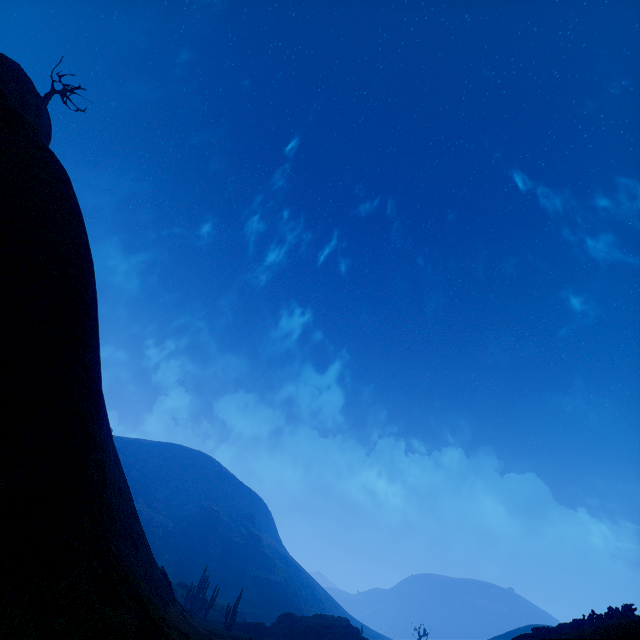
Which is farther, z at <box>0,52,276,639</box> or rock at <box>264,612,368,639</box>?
rock at <box>264,612,368,639</box>

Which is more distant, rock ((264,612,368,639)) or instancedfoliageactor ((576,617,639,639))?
rock ((264,612,368,639))

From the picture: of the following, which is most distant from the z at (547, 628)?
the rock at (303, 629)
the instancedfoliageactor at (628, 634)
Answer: the rock at (303, 629)

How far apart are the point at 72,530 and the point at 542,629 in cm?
2464

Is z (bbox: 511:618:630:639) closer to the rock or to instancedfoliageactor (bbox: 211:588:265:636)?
instancedfoliageactor (bbox: 211:588:265:636)

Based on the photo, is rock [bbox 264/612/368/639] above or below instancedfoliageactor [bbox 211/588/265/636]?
above

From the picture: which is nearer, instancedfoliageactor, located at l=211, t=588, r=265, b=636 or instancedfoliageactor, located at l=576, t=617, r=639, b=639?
instancedfoliageactor, located at l=576, t=617, r=639, b=639
